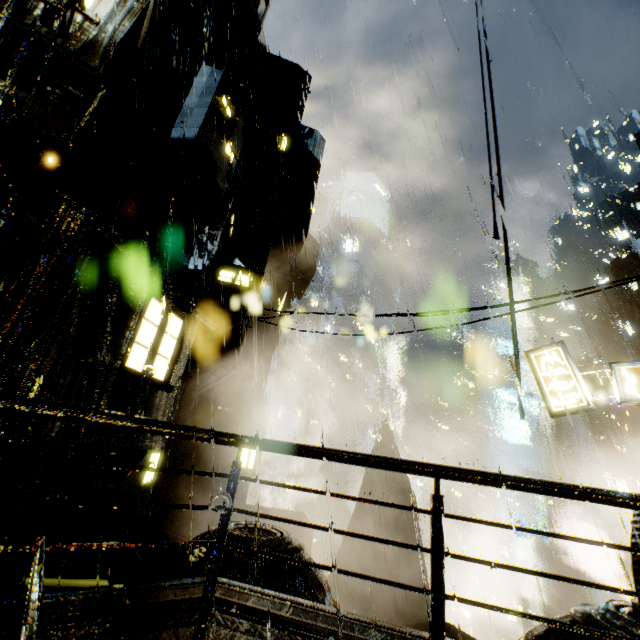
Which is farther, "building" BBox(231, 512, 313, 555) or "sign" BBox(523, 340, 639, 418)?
"building" BBox(231, 512, 313, 555)

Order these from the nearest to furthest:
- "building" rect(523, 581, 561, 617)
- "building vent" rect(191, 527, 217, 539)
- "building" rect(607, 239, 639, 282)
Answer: "building vent" rect(191, 527, 217, 539) < "building" rect(607, 239, 639, 282) < "building" rect(523, 581, 561, 617)

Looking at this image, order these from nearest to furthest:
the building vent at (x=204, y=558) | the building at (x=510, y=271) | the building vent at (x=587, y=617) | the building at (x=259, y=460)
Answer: the building vent at (x=587, y=617) < the building vent at (x=204, y=558) < the building at (x=510, y=271) < the building at (x=259, y=460)

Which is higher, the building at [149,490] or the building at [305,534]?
the building at [149,490]

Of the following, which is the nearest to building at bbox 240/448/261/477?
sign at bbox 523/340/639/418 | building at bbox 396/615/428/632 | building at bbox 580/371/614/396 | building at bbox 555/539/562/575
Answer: sign at bbox 523/340/639/418

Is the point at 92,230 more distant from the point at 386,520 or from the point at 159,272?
the point at 386,520

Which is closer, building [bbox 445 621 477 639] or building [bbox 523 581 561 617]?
building [bbox 445 621 477 639]

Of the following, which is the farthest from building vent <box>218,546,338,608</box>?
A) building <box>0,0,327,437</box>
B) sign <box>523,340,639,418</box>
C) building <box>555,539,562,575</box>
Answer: building <box>555,539,562,575</box>
